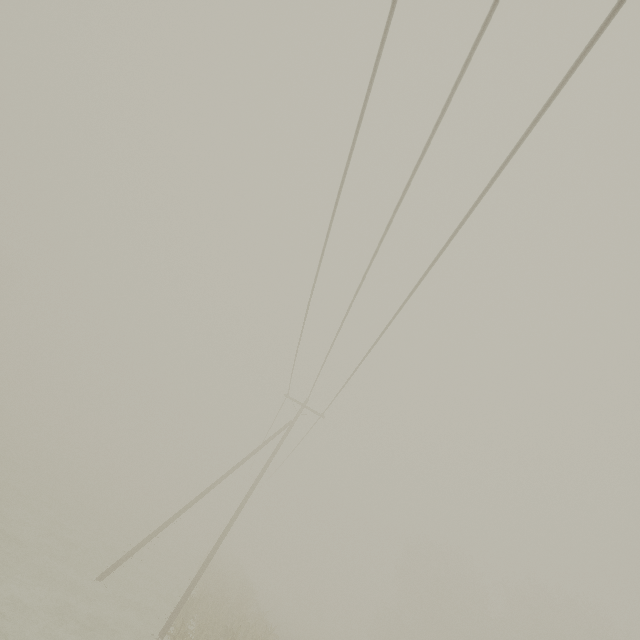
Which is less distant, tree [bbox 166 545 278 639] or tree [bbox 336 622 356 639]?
tree [bbox 166 545 278 639]

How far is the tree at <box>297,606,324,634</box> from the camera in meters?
55.8

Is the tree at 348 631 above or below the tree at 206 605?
above

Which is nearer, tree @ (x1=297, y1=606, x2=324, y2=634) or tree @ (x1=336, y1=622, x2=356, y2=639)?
tree @ (x1=336, y1=622, x2=356, y2=639)

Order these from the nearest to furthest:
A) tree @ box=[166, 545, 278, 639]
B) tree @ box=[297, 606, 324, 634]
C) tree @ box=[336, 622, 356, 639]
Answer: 1. tree @ box=[166, 545, 278, 639]
2. tree @ box=[336, 622, 356, 639]
3. tree @ box=[297, 606, 324, 634]

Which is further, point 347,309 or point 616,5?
point 347,309

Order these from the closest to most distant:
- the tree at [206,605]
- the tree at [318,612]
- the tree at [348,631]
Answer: the tree at [206,605] < the tree at [348,631] < the tree at [318,612]
